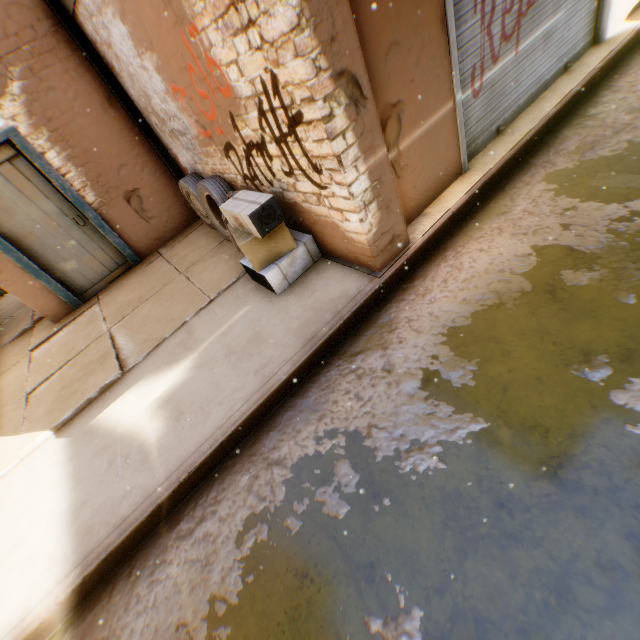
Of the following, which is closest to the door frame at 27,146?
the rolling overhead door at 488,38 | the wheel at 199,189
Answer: the wheel at 199,189

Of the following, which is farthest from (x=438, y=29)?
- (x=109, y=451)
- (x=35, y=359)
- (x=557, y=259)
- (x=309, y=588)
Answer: (x=35, y=359)

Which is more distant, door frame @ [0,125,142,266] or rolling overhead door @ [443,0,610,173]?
door frame @ [0,125,142,266]

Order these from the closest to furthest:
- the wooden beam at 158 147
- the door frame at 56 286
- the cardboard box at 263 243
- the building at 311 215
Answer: the building at 311 215
the cardboard box at 263 243
the wooden beam at 158 147
the door frame at 56 286

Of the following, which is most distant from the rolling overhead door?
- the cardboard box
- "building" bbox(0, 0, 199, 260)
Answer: the cardboard box

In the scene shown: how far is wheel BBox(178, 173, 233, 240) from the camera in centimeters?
447cm

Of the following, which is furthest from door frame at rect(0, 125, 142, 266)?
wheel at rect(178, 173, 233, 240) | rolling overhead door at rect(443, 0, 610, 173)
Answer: rolling overhead door at rect(443, 0, 610, 173)

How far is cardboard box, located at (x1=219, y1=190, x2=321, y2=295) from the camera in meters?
3.1 m
